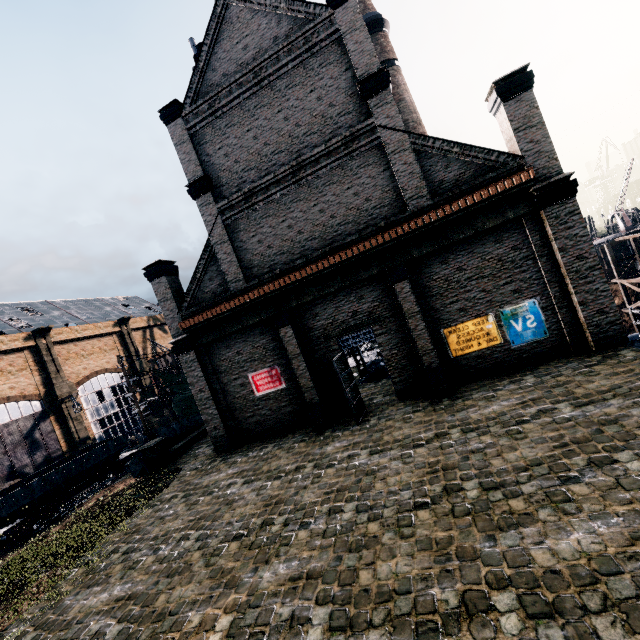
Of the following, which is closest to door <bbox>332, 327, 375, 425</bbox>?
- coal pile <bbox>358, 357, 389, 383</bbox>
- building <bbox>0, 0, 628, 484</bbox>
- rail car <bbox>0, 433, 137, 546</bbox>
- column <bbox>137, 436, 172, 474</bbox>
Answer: building <bbox>0, 0, 628, 484</bbox>

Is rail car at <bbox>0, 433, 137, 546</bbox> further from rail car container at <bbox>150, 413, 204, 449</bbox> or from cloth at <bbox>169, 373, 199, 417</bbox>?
rail car container at <bbox>150, 413, 204, 449</bbox>

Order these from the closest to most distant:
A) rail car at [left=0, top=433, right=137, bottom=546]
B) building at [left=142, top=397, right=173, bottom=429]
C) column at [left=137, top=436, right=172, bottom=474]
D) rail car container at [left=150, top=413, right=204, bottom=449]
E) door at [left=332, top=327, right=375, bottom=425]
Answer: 1. door at [left=332, top=327, right=375, bottom=425]
2. column at [left=137, top=436, right=172, bottom=474]
3. rail car container at [left=150, top=413, right=204, bottom=449]
4. rail car at [left=0, top=433, right=137, bottom=546]
5. building at [left=142, top=397, right=173, bottom=429]

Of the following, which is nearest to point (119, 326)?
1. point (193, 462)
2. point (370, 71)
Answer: point (193, 462)

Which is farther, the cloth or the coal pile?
the cloth

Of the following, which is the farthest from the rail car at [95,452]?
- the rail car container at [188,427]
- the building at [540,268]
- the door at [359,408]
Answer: the door at [359,408]

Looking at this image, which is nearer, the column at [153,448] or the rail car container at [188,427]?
the column at [153,448]

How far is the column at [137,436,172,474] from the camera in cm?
1933
